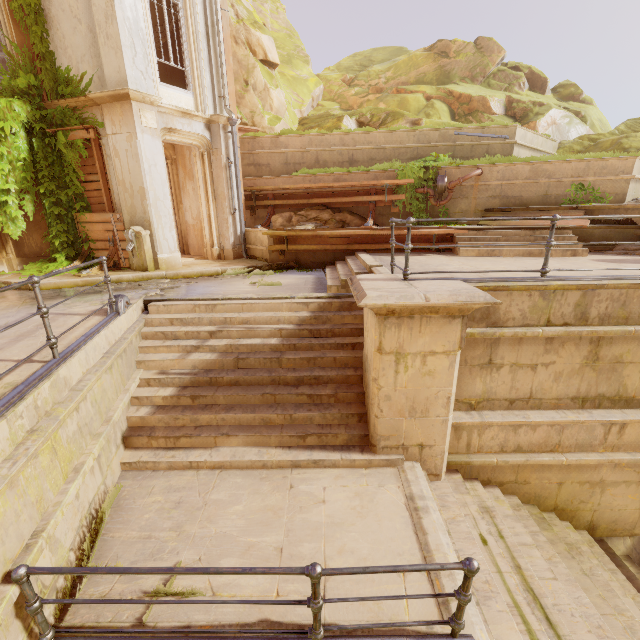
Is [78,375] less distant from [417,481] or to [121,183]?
[417,481]

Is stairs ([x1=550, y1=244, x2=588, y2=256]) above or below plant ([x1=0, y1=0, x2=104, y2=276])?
below

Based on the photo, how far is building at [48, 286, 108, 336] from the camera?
5.2 meters

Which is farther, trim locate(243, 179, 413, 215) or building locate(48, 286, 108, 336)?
A: trim locate(243, 179, 413, 215)

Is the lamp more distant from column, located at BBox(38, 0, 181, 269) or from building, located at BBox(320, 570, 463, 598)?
column, located at BBox(38, 0, 181, 269)

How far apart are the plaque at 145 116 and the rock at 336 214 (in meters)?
4.55

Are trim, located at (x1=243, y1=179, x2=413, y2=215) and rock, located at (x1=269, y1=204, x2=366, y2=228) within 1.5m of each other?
yes

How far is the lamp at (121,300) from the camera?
5.6 meters
